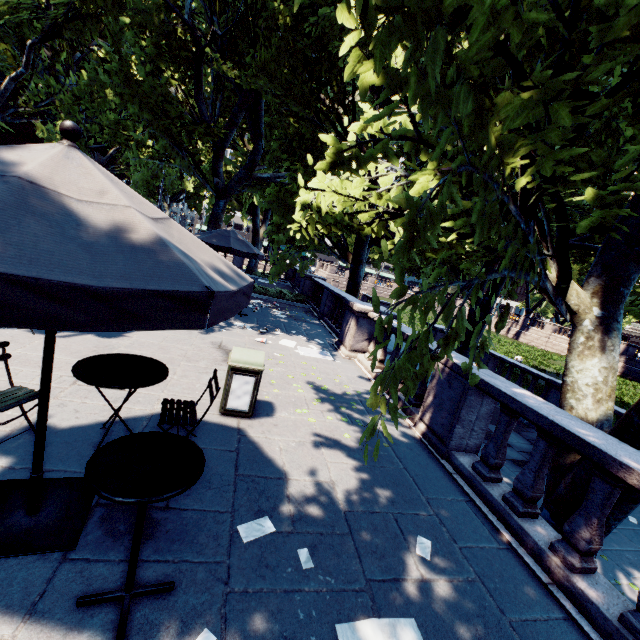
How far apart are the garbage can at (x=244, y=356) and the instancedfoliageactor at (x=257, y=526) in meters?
1.9

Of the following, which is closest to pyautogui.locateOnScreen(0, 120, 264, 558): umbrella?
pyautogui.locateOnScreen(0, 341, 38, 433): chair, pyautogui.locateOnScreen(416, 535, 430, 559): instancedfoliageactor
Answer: pyautogui.locateOnScreen(0, 341, 38, 433): chair

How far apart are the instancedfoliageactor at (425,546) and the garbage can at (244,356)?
2.8m

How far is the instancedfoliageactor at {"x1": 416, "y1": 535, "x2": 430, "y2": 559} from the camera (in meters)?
3.35

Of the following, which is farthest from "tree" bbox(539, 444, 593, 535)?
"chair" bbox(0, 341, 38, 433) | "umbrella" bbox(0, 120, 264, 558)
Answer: "chair" bbox(0, 341, 38, 433)

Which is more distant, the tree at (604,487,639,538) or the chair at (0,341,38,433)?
the tree at (604,487,639,538)

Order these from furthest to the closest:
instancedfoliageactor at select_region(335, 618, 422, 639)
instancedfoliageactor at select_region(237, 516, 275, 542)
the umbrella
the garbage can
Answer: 1. the garbage can
2. instancedfoliageactor at select_region(237, 516, 275, 542)
3. instancedfoliageactor at select_region(335, 618, 422, 639)
4. the umbrella

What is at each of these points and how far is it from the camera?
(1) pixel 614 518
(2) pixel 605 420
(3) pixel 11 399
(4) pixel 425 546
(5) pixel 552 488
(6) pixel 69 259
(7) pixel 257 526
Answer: (1) tree, 4.18m
(2) tree, 4.79m
(3) chair, 3.34m
(4) instancedfoliageactor, 3.46m
(5) tree, 4.86m
(6) umbrella, 1.48m
(7) instancedfoliageactor, 3.18m
